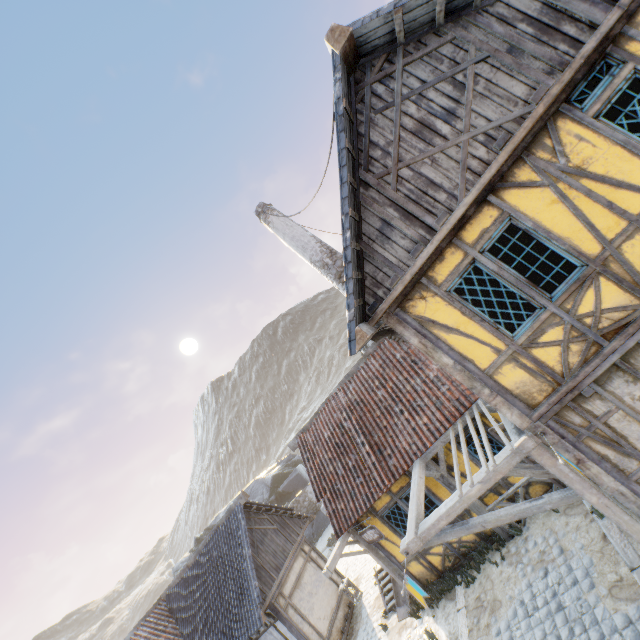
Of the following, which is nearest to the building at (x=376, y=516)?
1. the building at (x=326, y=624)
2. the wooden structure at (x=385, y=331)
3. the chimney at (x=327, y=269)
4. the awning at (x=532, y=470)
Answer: the awning at (x=532, y=470)

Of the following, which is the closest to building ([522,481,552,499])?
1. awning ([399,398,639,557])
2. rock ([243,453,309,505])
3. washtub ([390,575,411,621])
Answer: awning ([399,398,639,557])

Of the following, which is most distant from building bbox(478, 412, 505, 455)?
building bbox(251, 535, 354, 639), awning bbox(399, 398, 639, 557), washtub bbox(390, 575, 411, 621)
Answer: building bbox(251, 535, 354, 639)

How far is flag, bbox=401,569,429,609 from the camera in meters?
5.4 m

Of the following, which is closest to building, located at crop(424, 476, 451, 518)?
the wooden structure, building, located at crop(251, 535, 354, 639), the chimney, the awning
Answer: the awning

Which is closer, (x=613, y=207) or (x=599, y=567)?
(x=613, y=207)

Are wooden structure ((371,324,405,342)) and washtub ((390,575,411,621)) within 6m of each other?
no

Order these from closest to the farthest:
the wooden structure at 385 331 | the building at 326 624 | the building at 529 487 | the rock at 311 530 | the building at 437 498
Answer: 1. the wooden structure at 385 331
2. the building at 529 487
3. the building at 437 498
4. the building at 326 624
5. the rock at 311 530
